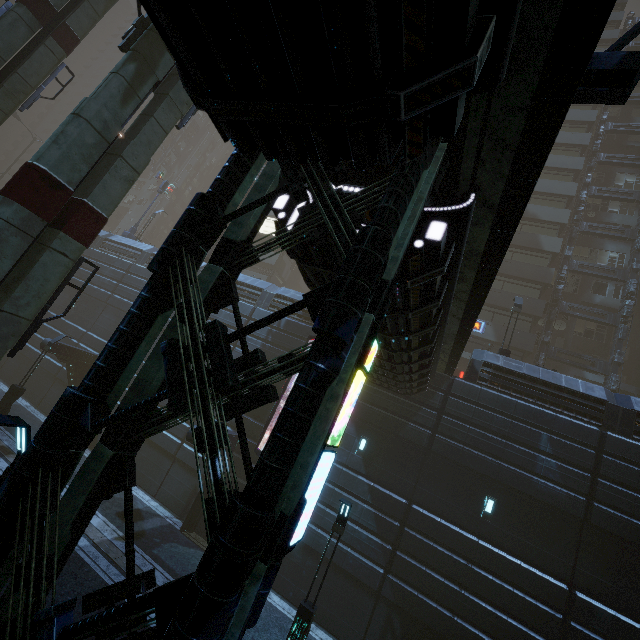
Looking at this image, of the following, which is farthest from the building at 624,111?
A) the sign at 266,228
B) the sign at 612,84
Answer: the sign at 612,84

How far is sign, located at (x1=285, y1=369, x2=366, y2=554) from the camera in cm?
430

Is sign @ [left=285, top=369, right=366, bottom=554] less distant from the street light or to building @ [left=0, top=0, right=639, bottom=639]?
building @ [left=0, top=0, right=639, bottom=639]

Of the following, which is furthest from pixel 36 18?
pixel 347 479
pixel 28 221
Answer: pixel 347 479

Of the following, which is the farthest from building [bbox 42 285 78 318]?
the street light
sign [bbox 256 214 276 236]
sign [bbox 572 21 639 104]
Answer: the street light

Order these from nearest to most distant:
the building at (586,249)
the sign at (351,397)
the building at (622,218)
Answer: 1. the sign at (351,397)
2. the building at (586,249)
3. the building at (622,218)

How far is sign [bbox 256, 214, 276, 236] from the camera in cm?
3744

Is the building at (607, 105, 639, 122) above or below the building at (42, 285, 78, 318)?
above
